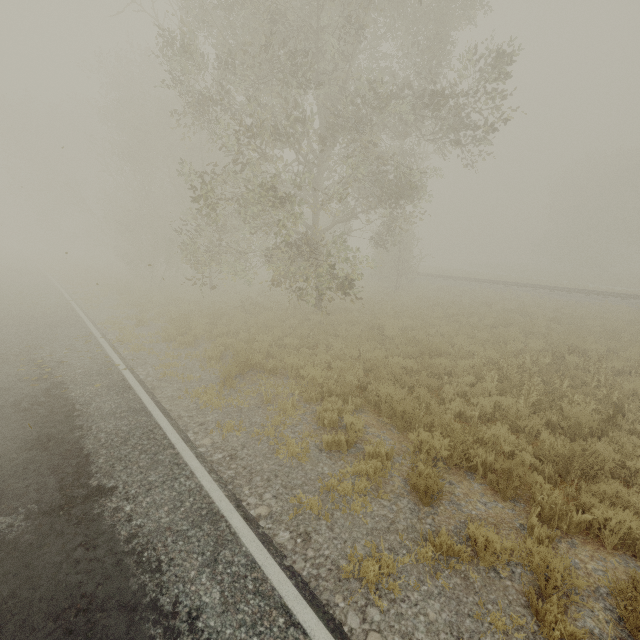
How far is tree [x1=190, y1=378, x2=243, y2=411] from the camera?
7.21m

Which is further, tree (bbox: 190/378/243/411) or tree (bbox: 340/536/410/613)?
tree (bbox: 190/378/243/411)

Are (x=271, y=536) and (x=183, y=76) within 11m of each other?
no

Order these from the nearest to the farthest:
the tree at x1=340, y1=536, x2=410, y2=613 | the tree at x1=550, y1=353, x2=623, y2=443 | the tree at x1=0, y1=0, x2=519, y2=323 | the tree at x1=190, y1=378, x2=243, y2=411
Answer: the tree at x1=340, y1=536, x2=410, y2=613 < the tree at x1=550, y1=353, x2=623, y2=443 < the tree at x1=190, y1=378, x2=243, y2=411 < the tree at x1=0, y1=0, x2=519, y2=323

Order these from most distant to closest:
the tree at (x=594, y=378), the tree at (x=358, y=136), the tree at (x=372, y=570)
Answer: the tree at (x=358, y=136), the tree at (x=594, y=378), the tree at (x=372, y=570)

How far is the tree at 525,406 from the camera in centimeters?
723cm

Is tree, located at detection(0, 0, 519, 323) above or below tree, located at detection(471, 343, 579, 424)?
above
